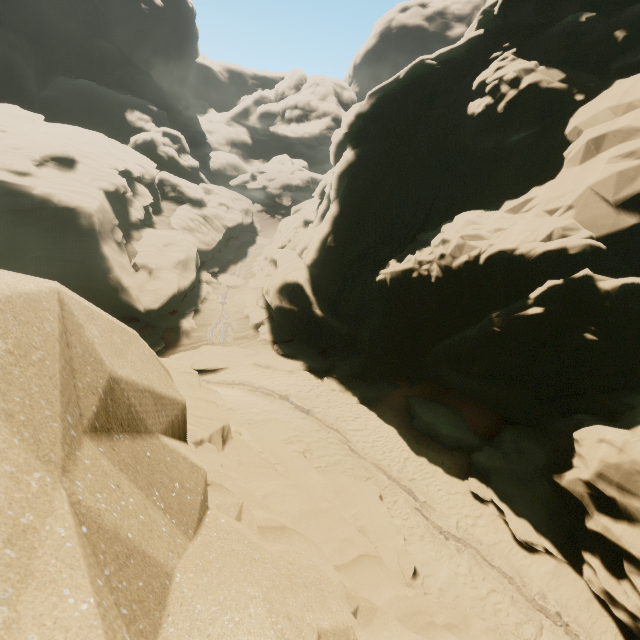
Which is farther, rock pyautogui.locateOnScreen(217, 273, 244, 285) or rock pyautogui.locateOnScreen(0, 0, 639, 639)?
rock pyautogui.locateOnScreen(217, 273, 244, 285)

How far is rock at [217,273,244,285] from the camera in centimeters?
3363cm

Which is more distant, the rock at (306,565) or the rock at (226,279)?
the rock at (226,279)

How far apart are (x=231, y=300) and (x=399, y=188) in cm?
1849

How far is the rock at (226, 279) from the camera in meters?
33.6 m
